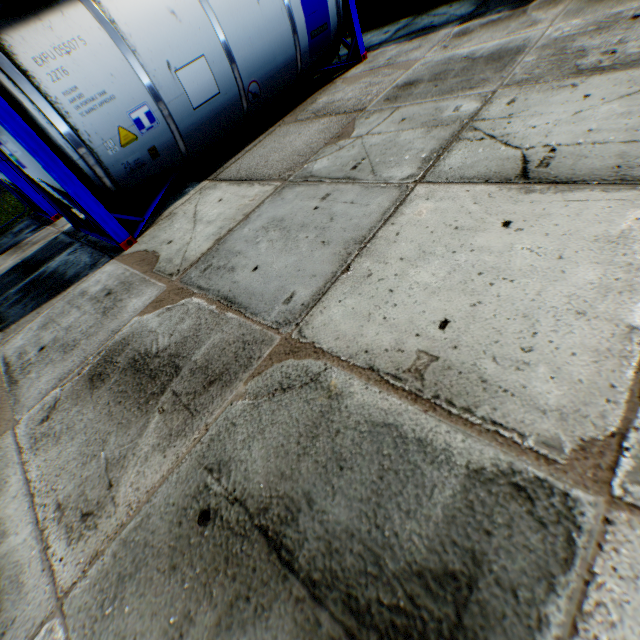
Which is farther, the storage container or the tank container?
the storage container

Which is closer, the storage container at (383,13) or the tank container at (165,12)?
the tank container at (165,12)

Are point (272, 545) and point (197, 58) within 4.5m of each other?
no
